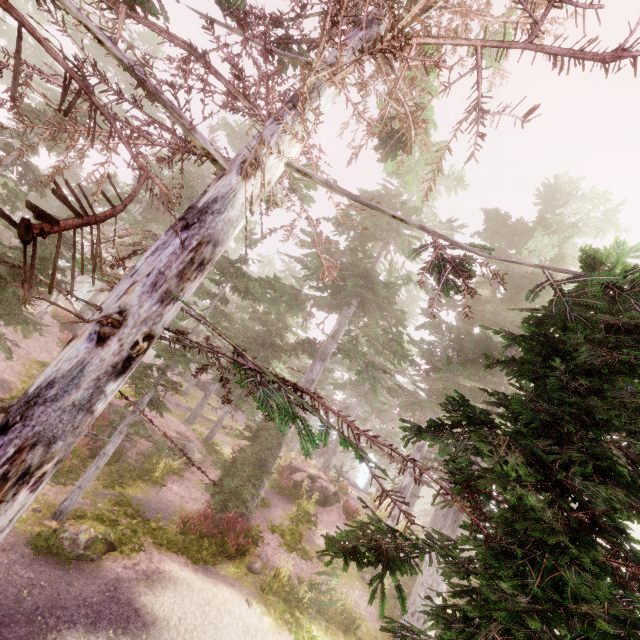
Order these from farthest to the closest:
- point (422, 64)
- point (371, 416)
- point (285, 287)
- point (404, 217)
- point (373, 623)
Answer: point (371, 416) < point (285, 287) < point (373, 623) < point (404, 217) < point (422, 64)

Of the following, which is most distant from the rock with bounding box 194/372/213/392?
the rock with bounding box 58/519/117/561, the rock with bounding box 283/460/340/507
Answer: the rock with bounding box 58/519/117/561

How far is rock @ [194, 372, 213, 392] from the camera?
44.4 meters

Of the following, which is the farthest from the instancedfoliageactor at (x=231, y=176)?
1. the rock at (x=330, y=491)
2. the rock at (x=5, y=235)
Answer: the rock at (x=330, y=491)

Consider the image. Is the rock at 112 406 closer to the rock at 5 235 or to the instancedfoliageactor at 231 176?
the instancedfoliageactor at 231 176

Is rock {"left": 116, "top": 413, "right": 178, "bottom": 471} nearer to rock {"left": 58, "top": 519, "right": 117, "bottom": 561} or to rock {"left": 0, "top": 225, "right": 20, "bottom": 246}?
rock {"left": 58, "top": 519, "right": 117, "bottom": 561}

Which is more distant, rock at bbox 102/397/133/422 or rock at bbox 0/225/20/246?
rock at bbox 0/225/20/246

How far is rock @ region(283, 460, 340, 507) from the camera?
21.3m
